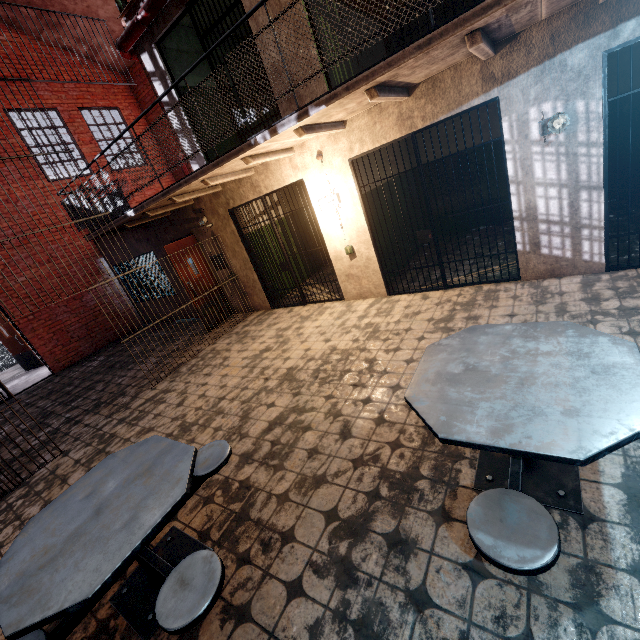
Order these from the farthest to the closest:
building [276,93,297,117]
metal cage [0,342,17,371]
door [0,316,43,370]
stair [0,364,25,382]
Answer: metal cage [0,342,17,371] < stair [0,364,25,382] < door [0,316,43,370] < building [276,93,297,117]

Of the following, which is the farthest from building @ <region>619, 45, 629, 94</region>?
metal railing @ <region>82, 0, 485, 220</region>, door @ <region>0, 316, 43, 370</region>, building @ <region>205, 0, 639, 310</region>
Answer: door @ <region>0, 316, 43, 370</region>

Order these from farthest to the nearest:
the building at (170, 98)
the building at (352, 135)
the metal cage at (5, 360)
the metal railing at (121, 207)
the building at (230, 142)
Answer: the metal cage at (5, 360) → the building at (230, 142) → the building at (170, 98) → the building at (352, 135) → the metal railing at (121, 207)

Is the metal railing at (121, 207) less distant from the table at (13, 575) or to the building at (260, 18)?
the building at (260, 18)

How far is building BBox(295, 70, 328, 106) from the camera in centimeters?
465cm

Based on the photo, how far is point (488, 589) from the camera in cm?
172

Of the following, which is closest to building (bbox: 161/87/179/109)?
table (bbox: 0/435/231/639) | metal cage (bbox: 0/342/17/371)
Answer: table (bbox: 0/435/231/639)

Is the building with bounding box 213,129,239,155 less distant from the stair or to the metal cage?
the metal cage
